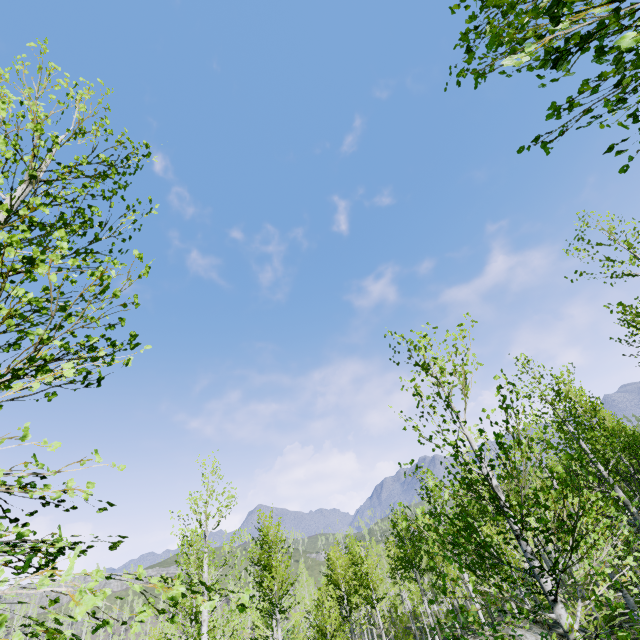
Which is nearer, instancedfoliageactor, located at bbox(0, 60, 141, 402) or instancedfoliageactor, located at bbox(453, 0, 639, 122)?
instancedfoliageactor, located at bbox(453, 0, 639, 122)

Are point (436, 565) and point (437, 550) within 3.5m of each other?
yes

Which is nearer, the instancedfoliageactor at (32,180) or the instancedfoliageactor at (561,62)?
the instancedfoliageactor at (561,62)
